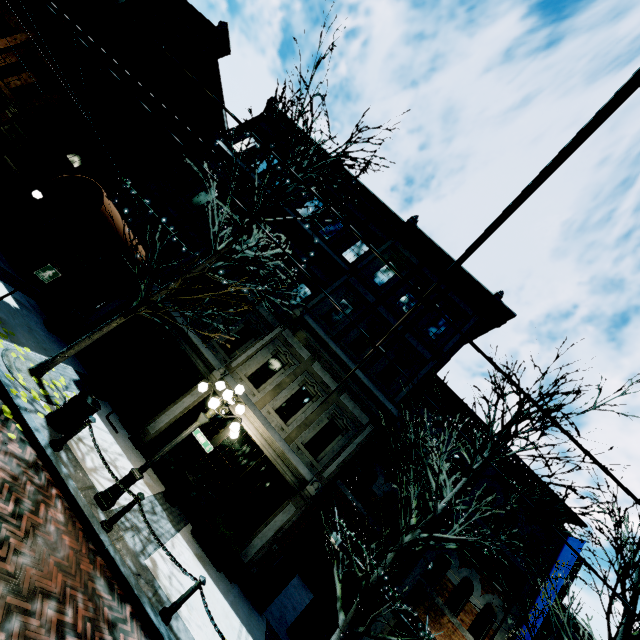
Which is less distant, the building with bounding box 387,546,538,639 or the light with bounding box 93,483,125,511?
the light with bounding box 93,483,125,511

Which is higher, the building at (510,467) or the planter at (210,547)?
the building at (510,467)

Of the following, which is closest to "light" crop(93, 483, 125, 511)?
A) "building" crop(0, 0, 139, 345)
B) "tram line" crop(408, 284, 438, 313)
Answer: "building" crop(0, 0, 139, 345)

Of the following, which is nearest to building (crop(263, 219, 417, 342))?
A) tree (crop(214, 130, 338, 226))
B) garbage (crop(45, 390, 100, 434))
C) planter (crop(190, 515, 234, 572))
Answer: planter (crop(190, 515, 234, 572))

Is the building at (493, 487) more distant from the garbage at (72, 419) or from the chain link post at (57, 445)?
the chain link post at (57, 445)

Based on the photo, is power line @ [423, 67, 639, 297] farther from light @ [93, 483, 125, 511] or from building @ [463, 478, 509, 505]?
light @ [93, 483, 125, 511]

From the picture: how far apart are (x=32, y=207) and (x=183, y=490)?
12.7 meters

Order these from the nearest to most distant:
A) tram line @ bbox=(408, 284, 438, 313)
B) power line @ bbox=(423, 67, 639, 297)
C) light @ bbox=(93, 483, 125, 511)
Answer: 1. power line @ bbox=(423, 67, 639, 297)
2. tram line @ bbox=(408, 284, 438, 313)
3. light @ bbox=(93, 483, 125, 511)
